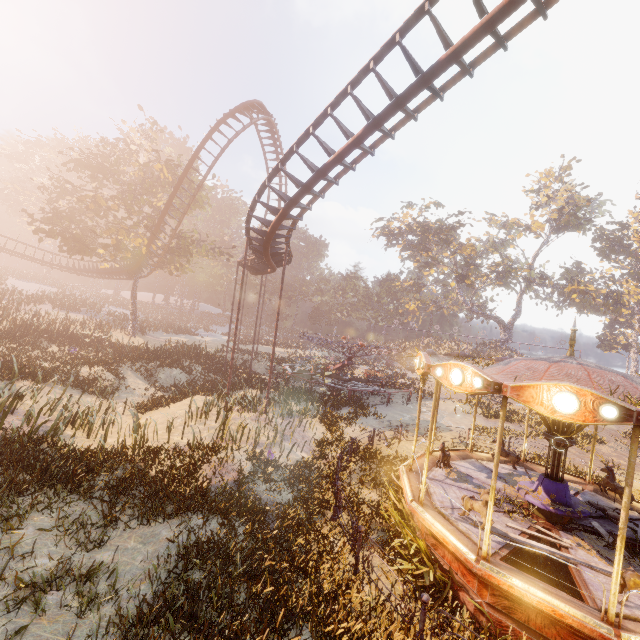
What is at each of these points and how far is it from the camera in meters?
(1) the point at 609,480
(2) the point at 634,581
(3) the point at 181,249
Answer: (1) horse, 10.0
(2) horse, 5.8
(3) tree, 37.8

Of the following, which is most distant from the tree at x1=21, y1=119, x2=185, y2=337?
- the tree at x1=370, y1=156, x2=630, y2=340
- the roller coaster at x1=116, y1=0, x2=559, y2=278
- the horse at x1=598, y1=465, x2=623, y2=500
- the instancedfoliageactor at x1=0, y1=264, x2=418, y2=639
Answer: the tree at x1=370, y1=156, x2=630, y2=340

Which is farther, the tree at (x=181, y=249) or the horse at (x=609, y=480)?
the tree at (x=181, y=249)

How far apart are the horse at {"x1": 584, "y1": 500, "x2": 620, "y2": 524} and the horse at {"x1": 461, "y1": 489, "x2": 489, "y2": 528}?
4.0m

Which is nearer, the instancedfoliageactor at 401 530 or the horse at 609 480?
the instancedfoliageactor at 401 530

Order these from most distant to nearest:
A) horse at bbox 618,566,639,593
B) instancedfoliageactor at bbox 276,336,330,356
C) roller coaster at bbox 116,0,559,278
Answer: instancedfoliageactor at bbox 276,336,330,356 < roller coaster at bbox 116,0,559,278 < horse at bbox 618,566,639,593

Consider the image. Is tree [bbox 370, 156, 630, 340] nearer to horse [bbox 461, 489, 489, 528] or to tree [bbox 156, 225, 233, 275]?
tree [bbox 156, 225, 233, 275]

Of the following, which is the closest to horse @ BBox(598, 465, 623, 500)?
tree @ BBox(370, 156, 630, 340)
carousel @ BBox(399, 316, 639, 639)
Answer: carousel @ BBox(399, 316, 639, 639)
